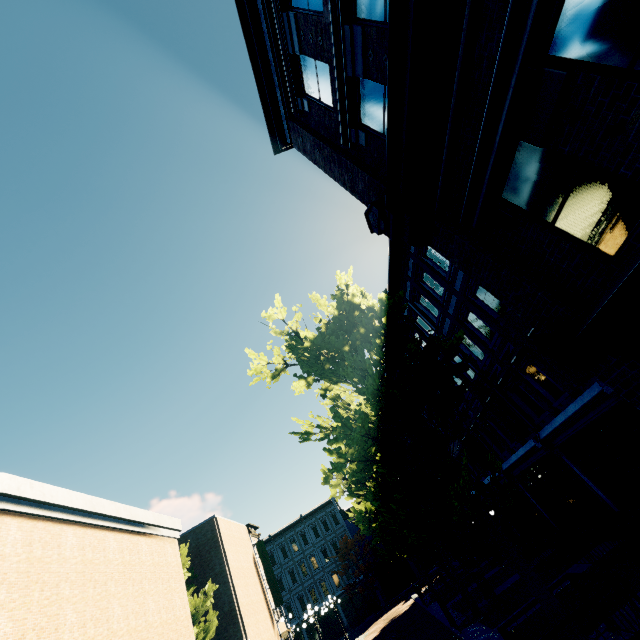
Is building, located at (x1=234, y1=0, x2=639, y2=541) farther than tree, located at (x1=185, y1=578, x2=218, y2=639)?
No

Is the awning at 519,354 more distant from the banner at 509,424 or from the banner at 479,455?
the banner at 479,455

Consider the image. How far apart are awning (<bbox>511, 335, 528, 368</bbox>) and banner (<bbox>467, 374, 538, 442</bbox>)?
3.69m

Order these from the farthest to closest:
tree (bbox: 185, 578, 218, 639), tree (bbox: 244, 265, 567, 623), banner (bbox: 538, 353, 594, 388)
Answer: tree (bbox: 185, 578, 218, 639) → banner (bbox: 538, 353, 594, 388) → tree (bbox: 244, 265, 567, 623)

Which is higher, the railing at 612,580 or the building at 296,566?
the building at 296,566

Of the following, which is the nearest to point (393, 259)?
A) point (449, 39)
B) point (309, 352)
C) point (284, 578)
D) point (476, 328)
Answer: point (476, 328)

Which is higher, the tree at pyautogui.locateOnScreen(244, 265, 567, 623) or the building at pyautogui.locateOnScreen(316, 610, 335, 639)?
the tree at pyautogui.locateOnScreen(244, 265, 567, 623)

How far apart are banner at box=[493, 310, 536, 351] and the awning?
0.3m
